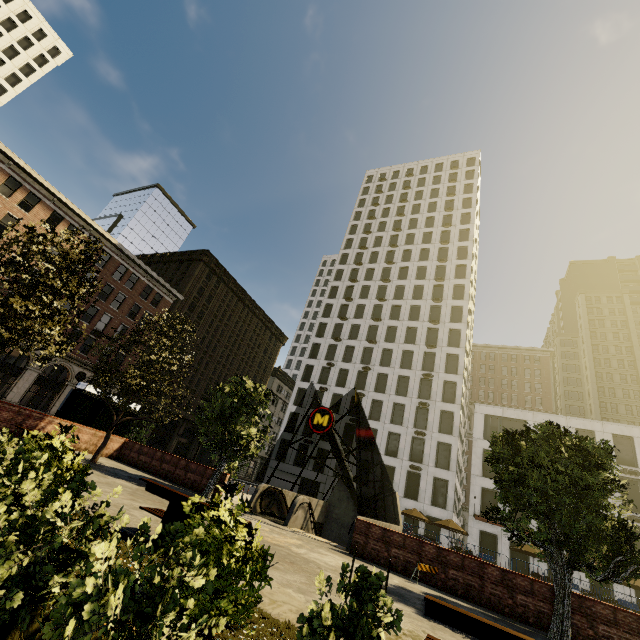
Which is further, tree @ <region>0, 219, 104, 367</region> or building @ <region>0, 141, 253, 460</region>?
building @ <region>0, 141, 253, 460</region>

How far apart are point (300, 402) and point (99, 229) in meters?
33.9

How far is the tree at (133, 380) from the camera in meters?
15.0

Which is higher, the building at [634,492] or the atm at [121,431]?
the building at [634,492]

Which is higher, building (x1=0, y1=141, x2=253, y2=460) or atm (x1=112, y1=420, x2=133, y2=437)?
building (x1=0, y1=141, x2=253, y2=460)

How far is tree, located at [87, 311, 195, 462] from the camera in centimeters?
1502cm

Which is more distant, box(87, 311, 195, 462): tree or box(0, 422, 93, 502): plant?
box(87, 311, 195, 462): tree

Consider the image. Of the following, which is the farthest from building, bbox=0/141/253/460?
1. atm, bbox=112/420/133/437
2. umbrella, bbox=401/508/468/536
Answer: umbrella, bbox=401/508/468/536
